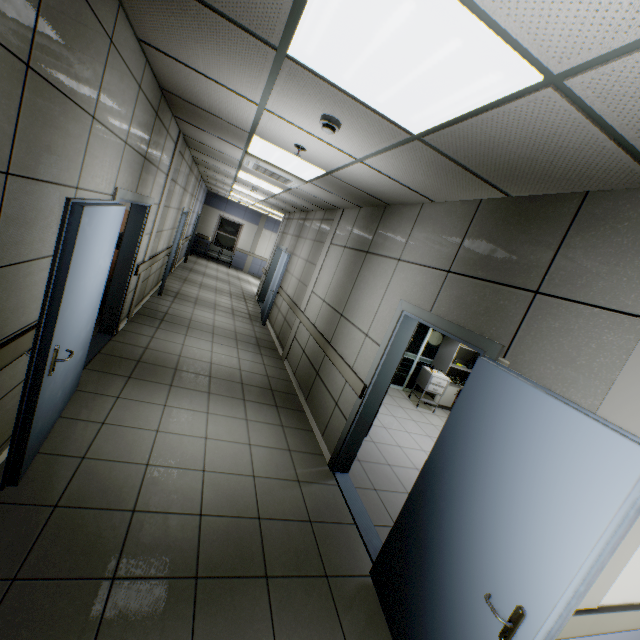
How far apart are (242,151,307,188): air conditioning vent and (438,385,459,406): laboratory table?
5.3m

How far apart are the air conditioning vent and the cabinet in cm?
465

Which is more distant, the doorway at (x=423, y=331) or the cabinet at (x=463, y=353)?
the doorway at (x=423, y=331)

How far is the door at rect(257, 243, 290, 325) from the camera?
Answer: 8.47m

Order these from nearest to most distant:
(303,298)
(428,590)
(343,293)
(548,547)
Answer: (548,547)
(428,590)
(343,293)
(303,298)

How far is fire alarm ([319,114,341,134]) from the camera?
2.4m

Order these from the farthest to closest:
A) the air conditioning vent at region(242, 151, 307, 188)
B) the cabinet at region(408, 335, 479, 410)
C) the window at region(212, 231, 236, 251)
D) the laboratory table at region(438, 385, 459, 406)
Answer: the window at region(212, 231, 236, 251), the laboratory table at region(438, 385, 459, 406), the cabinet at region(408, 335, 479, 410), the air conditioning vent at region(242, 151, 307, 188)

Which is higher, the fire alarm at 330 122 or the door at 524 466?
the fire alarm at 330 122
